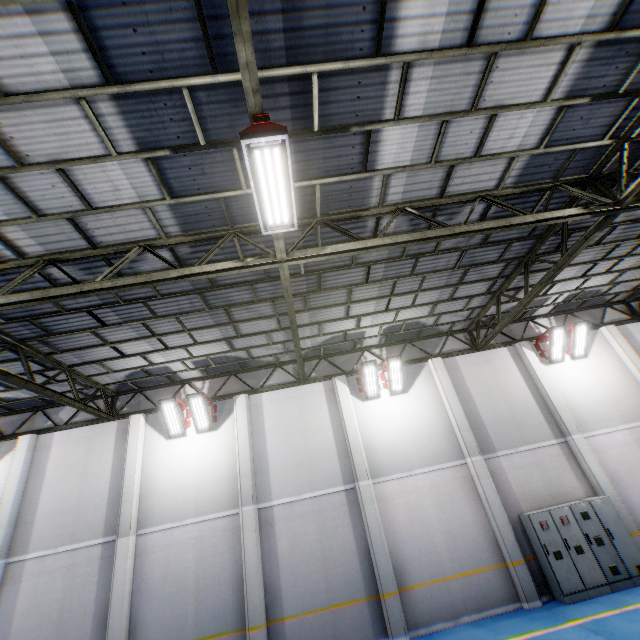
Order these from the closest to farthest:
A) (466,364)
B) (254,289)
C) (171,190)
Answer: (171,190) < (254,289) < (466,364)

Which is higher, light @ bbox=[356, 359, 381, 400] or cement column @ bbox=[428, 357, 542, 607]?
light @ bbox=[356, 359, 381, 400]

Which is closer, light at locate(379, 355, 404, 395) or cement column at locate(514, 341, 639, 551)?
cement column at locate(514, 341, 639, 551)

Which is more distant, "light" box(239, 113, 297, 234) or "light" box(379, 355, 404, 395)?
"light" box(379, 355, 404, 395)

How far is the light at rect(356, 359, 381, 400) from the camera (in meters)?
12.24

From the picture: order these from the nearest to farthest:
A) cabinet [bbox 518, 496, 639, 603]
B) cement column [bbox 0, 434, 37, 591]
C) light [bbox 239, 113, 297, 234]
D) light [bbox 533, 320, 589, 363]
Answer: light [bbox 239, 113, 297, 234]
cabinet [bbox 518, 496, 639, 603]
cement column [bbox 0, 434, 37, 591]
light [bbox 533, 320, 589, 363]

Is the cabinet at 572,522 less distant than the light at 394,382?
Yes

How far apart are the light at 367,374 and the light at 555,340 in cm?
699
